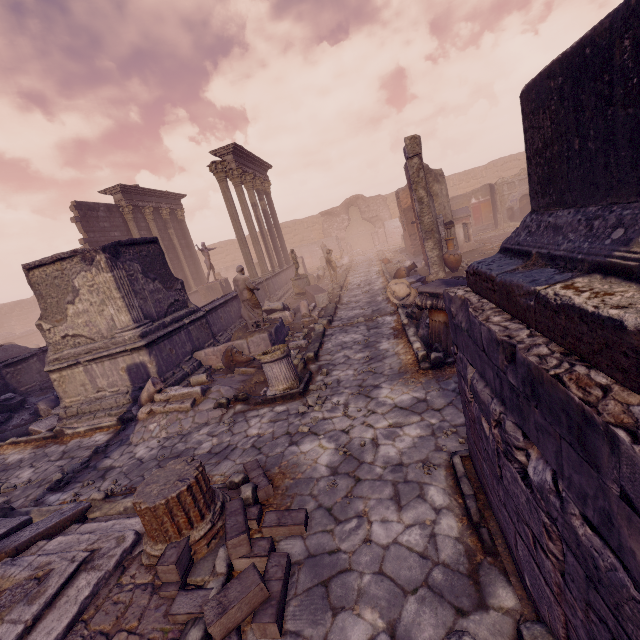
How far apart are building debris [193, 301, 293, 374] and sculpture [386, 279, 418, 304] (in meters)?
3.36

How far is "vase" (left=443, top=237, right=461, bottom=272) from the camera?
12.22m

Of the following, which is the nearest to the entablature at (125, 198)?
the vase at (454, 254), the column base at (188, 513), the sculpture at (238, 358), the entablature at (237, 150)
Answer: the entablature at (237, 150)

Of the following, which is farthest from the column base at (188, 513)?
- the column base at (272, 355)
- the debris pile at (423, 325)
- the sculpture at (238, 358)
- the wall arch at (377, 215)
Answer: the wall arch at (377, 215)

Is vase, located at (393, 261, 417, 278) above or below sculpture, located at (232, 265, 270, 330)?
below

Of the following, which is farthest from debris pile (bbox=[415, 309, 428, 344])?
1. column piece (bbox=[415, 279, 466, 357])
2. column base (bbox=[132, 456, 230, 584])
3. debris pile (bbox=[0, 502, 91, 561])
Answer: debris pile (bbox=[0, 502, 91, 561])

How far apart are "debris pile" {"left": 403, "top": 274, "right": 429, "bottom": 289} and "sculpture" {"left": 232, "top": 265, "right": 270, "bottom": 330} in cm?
458

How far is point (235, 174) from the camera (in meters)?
15.95
